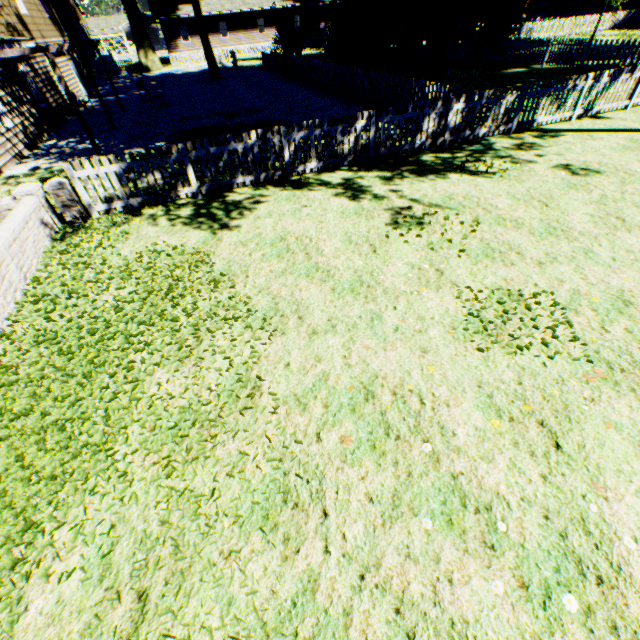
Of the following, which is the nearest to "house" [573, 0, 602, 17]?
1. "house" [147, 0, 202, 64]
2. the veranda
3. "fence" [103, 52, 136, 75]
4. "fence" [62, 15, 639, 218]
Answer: "fence" [62, 15, 639, 218]

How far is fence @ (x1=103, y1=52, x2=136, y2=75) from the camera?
35.3m

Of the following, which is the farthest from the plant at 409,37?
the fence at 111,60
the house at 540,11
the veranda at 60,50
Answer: the veranda at 60,50

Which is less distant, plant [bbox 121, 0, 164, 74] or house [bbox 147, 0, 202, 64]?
plant [bbox 121, 0, 164, 74]

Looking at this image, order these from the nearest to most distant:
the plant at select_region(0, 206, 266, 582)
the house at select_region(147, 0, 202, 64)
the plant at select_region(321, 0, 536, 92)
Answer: the plant at select_region(0, 206, 266, 582), the plant at select_region(321, 0, 536, 92), the house at select_region(147, 0, 202, 64)

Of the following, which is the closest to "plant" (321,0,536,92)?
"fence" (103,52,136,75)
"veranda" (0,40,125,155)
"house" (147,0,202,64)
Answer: "fence" (103,52,136,75)

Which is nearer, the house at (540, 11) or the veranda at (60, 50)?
the veranda at (60, 50)

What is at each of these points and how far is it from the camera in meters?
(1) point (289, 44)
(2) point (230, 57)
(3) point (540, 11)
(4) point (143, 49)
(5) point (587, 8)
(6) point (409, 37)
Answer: (1) plant, 23.1 m
(2) fence, 34.1 m
(3) house, 45.4 m
(4) plant, 35.0 m
(5) house, 40.3 m
(6) plant, 21.2 m
